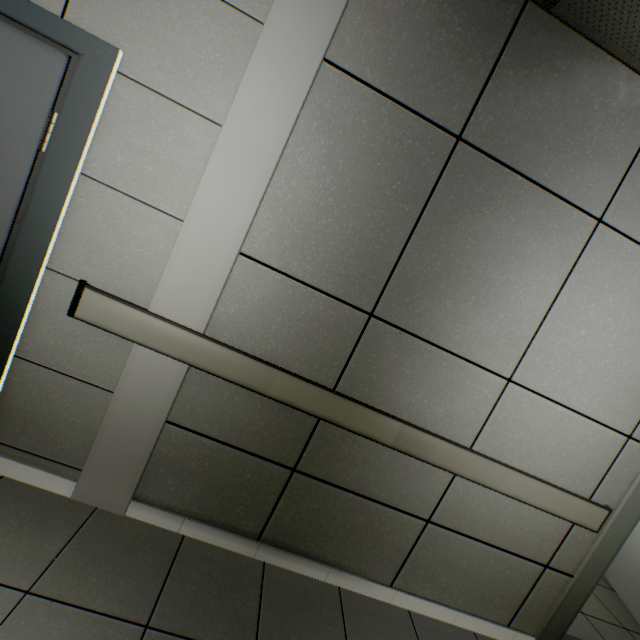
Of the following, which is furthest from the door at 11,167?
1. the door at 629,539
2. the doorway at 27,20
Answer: the door at 629,539

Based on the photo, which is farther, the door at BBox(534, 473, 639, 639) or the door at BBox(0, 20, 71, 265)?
the door at BBox(534, 473, 639, 639)

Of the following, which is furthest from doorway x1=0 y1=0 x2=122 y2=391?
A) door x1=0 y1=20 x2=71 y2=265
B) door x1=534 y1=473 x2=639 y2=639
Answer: door x1=534 y1=473 x2=639 y2=639

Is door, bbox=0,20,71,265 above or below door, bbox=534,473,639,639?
above

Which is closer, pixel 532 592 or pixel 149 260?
pixel 149 260

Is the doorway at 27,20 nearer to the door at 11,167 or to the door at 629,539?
the door at 11,167

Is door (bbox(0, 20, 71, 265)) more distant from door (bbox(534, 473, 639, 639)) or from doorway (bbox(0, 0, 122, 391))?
door (bbox(534, 473, 639, 639))
